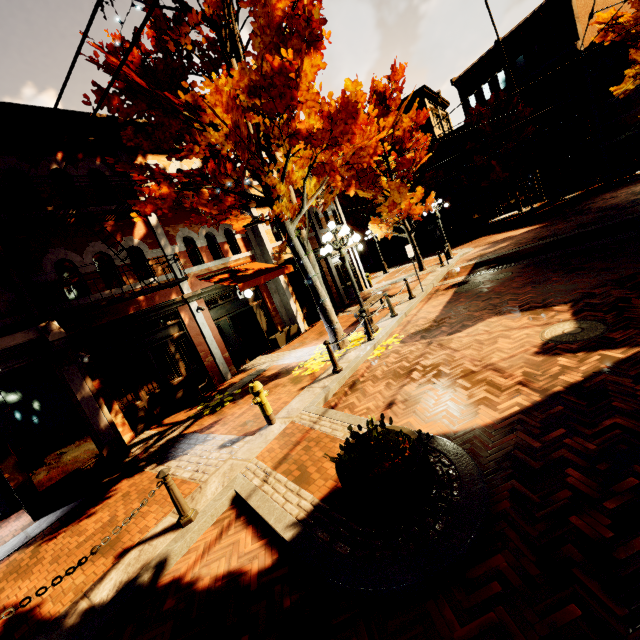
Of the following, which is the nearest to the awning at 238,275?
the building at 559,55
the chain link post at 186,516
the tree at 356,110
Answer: the building at 559,55

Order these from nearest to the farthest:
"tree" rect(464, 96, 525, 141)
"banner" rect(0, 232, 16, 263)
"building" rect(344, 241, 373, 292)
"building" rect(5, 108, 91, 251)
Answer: "banner" rect(0, 232, 16, 263) → "building" rect(5, 108, 91, 251) → "building" rect(344, 241, 373, 292) → "tree" rect(464, 96, 525, 141)

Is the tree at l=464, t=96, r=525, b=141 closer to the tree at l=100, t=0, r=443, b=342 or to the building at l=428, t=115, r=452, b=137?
the tree at l=100, t=0, r=443, b=342

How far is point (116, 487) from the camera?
6.7m

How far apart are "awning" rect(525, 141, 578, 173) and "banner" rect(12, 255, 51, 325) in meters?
31.9

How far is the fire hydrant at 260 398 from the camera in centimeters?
645cm

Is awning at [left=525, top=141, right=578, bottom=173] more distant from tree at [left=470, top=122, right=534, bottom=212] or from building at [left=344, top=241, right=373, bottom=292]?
tree at [left=470, top=122, right=534, bottom=212]

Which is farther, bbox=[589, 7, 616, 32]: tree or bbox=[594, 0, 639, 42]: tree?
bbox=[589, 7, 616, 32]: tree
